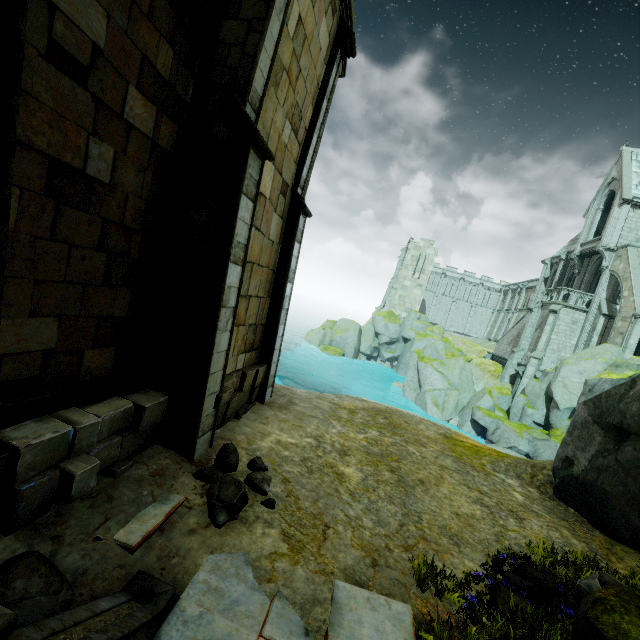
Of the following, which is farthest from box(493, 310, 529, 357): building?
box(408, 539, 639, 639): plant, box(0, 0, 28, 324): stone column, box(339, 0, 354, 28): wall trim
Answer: box(0, 0, 28, 324): stone column

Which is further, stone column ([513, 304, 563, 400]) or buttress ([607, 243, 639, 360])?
stone column ([513, 304, 563, 400])

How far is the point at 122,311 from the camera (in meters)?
5.18

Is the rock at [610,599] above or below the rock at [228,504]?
above

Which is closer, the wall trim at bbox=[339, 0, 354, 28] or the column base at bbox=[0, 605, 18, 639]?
the column base at bbox=[0, 605, 18, 639]

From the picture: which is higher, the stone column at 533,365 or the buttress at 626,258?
the buttress at 626,258

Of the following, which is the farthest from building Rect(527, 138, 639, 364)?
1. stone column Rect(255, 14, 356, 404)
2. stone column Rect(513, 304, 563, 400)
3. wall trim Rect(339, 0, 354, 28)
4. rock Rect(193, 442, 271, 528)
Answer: rock Rect(193, 442, 271, 528)

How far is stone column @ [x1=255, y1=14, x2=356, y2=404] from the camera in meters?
8.8
